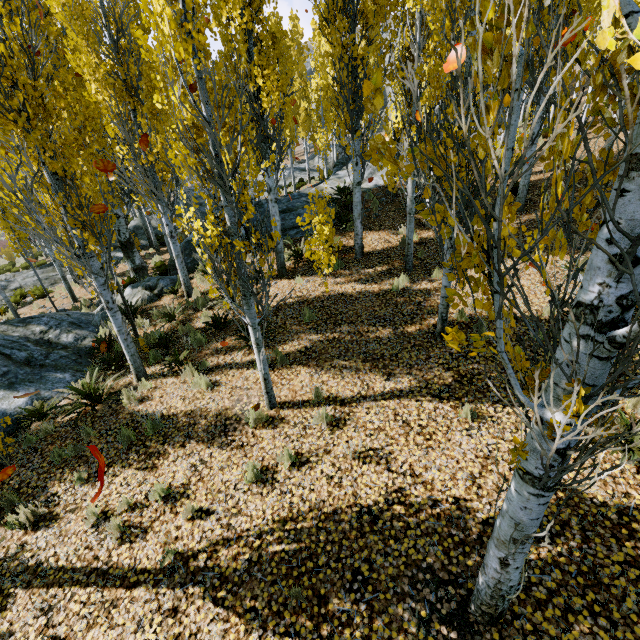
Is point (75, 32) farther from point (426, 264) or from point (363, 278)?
point (426, 264)

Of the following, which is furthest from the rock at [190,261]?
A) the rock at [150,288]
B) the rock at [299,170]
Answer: the rock at [299,170]

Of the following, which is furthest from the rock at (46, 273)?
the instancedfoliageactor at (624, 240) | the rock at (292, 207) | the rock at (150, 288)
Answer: the rock at (292, 207)

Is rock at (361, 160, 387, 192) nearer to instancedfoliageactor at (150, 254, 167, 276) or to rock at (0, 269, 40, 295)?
instancedfoliageactor at (150, 254, 167, 276)

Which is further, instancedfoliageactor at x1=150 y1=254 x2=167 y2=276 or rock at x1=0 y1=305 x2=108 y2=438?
instancedfoliageactor at x1=150 y1=254 x2=167 y2=276

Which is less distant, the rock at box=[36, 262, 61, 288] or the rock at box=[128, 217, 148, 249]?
the rock at box=[36, 262, 61, 288]

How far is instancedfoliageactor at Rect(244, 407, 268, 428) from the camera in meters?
5.7 m

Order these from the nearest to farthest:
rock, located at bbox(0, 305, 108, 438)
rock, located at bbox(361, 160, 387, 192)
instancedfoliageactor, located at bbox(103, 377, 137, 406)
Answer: instancedfoliageactor, located at bbox(103, 377, 137, 406), rock, located at bbox(0, 305, 108, 438), rock, located at bbox(361, 160, 387, 192)
